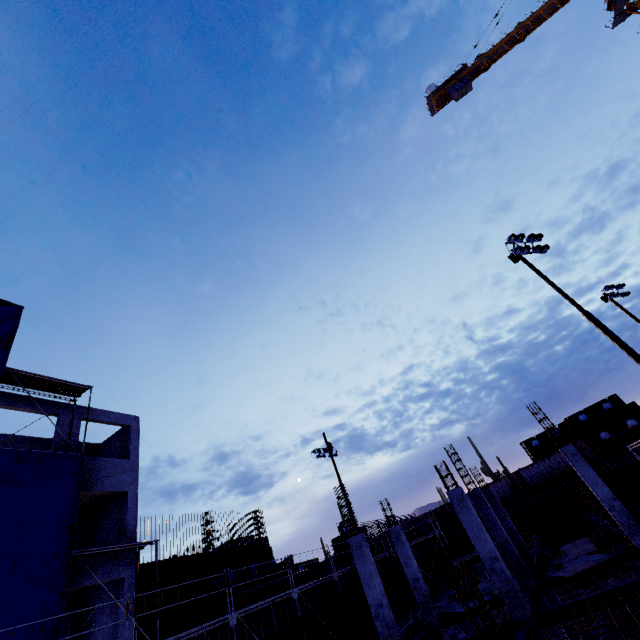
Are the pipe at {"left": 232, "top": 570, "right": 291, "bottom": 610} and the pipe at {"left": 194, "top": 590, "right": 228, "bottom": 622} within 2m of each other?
yes

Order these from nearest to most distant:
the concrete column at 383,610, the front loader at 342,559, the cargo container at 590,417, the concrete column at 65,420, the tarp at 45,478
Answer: the tarp at 45,478 < the concrete column at 383,610 < the concrete column at 65,420 < the front loader at 342,559 < the cargo container at 590,417

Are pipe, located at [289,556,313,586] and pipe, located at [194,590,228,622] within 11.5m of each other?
yes

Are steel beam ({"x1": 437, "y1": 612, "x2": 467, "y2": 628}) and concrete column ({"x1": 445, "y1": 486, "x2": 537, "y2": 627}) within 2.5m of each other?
no

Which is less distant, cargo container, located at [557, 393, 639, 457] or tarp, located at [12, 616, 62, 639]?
tarp, located at [12, 616, 62, 639]

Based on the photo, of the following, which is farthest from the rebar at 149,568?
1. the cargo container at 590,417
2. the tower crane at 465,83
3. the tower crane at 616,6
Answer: the tower crane at 616,6

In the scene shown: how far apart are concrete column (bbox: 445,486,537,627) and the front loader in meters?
22.0

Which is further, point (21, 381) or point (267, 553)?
point (267, 553)
